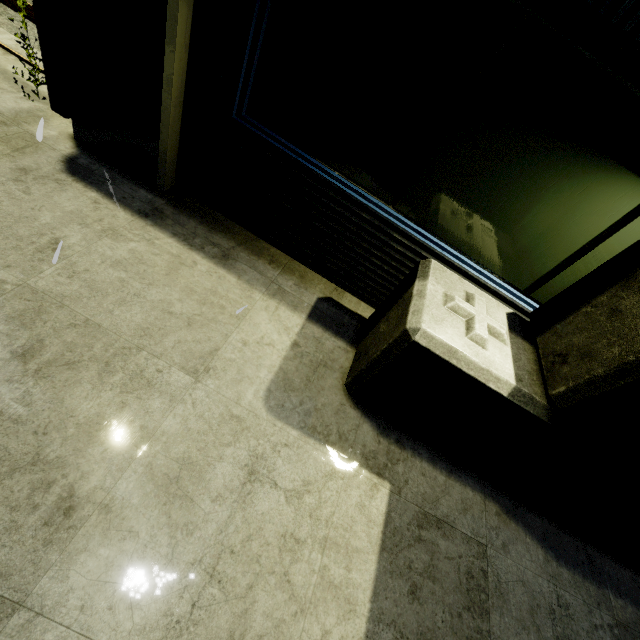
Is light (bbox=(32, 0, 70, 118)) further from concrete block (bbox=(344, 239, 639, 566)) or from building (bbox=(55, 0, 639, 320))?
concrete block (bbox=(344, 239, 639, 566))

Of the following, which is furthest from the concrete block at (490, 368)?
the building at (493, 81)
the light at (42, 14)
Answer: the light at (42, 14)

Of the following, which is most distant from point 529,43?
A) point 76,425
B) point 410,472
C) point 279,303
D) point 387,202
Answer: point 76,425

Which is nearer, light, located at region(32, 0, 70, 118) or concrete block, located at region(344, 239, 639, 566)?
concrete block, located at region(344, 239, 639, 566)

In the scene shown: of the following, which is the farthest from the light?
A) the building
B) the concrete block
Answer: the concrete block

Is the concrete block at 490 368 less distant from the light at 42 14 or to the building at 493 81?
the building at 493 81
